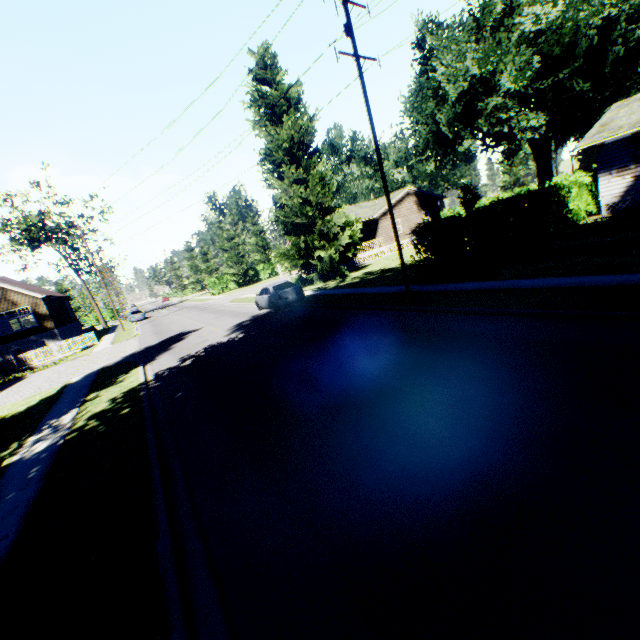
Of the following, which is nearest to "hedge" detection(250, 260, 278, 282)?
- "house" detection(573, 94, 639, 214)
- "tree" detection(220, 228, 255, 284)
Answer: "tree" detection(220, 228, 255, 284)

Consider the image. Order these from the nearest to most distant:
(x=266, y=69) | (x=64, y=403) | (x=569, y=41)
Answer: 1. (x=64, y=403)
2. (x=569, y=41)
3. (x=266, y=69)

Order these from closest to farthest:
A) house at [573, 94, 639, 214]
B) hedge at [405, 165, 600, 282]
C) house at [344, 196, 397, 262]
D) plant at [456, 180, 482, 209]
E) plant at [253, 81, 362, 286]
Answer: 1. hedge at [405, 165, 600, 282]
2. house at [573, 94, 639, 214]
3. plant at [253, 81, 362, 286]
4. house at [344, 196, 397, 262]
5. plant at [456, 180, 482, 209]

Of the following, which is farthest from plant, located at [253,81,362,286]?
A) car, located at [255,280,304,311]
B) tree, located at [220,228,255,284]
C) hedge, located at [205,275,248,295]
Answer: hedge, located at [205,275,248,295]

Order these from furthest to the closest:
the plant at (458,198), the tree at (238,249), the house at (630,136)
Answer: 1. the tree at (238,249)
2. the plant at (458,198)
3. the house at (630,136)

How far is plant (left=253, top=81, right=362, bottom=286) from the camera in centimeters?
2431cm

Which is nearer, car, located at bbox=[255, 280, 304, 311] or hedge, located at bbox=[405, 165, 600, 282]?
hedge, located at bbox=[405, 165, 600, 282]

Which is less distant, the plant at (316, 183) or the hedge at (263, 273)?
the plant at (316, 183)
